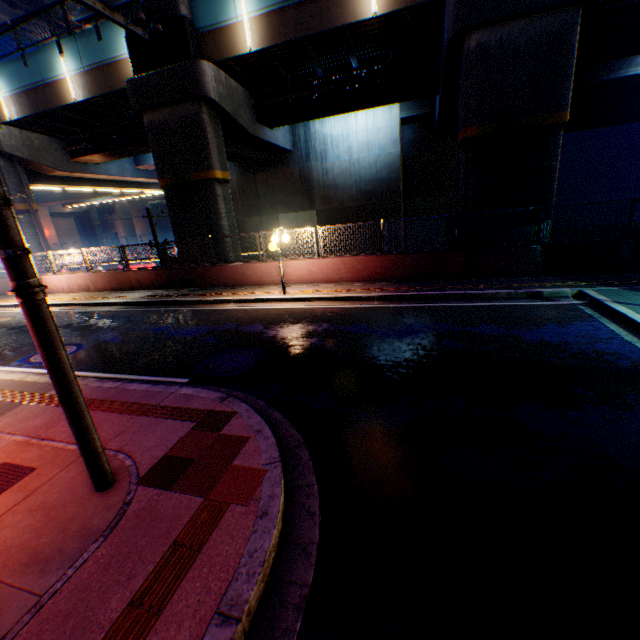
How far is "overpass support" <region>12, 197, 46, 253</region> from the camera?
19.22m

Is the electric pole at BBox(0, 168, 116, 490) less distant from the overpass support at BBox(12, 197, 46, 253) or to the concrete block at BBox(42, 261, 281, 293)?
the concrete block at BBox(42, 261, 281, 293)

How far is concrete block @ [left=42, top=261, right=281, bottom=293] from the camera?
13.9 meters

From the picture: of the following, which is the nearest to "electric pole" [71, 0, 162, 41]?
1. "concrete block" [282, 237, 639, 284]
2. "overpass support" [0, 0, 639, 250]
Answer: "concrete block" [282, 237, 639, 284]

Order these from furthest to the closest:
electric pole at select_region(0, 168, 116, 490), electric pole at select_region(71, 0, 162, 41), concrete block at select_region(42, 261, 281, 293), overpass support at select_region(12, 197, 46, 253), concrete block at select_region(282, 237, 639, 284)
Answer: overpass support at select_region(12, 197, 46, 253)
concrete block at select_region(42, 261, 281, 293)
concrete block at select_region(282, 237, 639, 284)
electric pole at select_region(71, 0, 162, 41)
electric pole at select_region(0, 168, 116, 490)

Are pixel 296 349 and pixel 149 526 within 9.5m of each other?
yes

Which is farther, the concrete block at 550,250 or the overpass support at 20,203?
the overpass support at 20,203

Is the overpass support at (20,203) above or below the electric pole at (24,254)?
above
